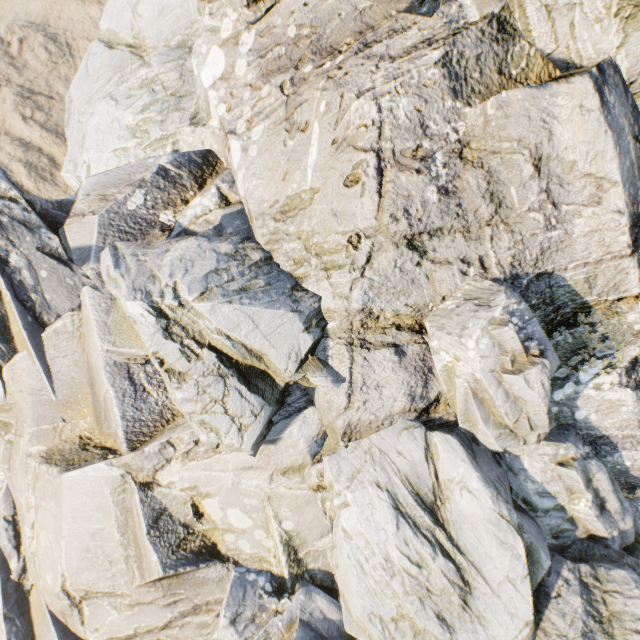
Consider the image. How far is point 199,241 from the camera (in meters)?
8.84
